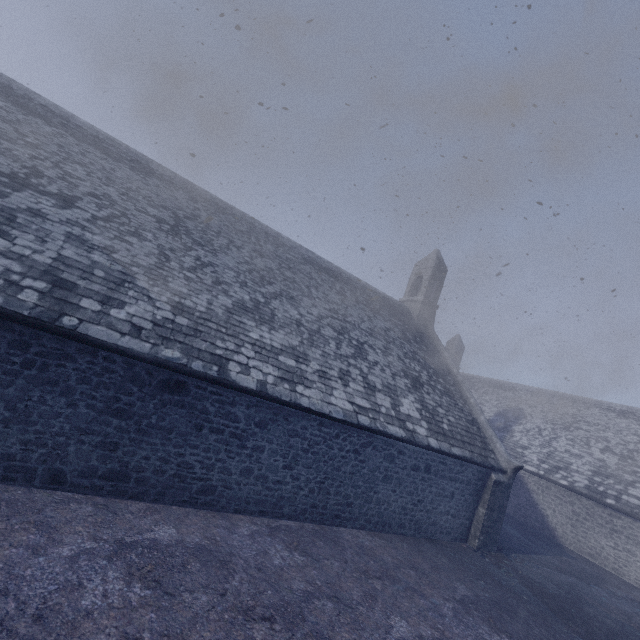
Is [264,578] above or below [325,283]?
below
